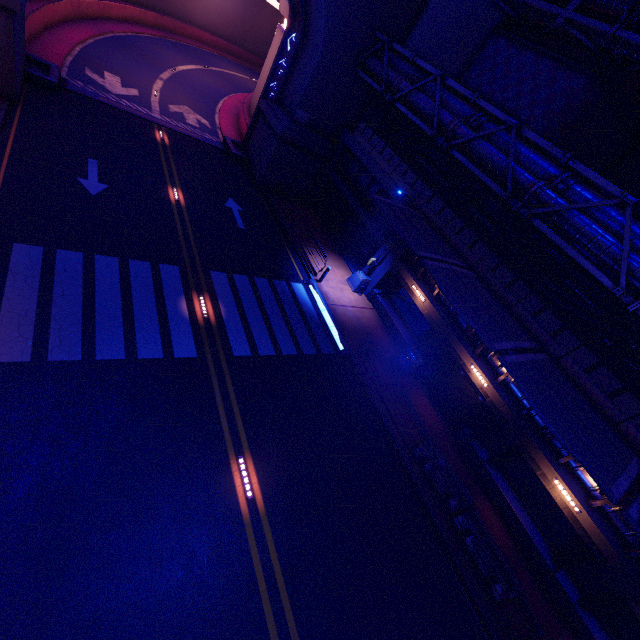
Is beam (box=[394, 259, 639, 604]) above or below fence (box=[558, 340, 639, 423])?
below

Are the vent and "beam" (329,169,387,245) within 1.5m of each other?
yes

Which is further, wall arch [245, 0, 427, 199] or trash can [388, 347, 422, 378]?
wall arch [245, 0, 427, 199]

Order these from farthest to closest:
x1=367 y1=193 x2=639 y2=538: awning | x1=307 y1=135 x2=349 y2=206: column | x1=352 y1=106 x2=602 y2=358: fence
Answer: x1=307 y1=135 x2=349 y2=206: column, x1=352 y1=106 x2=602 y2=358: fence, x1=367 y1=193 x2=639 y2=538: awning

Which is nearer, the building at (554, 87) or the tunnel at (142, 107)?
the building at (554, 87)

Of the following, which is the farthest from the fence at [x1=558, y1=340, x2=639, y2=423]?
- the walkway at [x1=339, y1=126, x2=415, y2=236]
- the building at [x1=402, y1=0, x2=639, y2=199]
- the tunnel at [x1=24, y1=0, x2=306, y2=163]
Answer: the tunnel at [x1=24, y1=0, x2=306, y2=163]

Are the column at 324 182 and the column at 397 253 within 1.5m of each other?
no

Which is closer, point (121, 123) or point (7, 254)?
point (7, 254)
